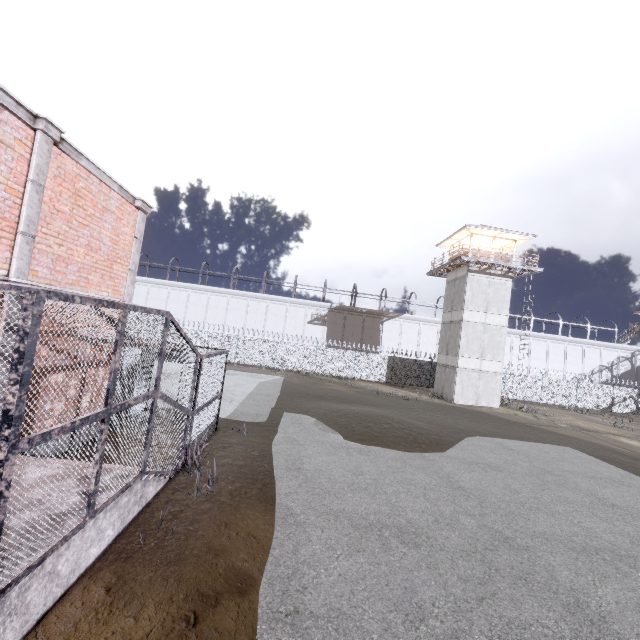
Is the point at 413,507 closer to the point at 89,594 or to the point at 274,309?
the point at 89,594

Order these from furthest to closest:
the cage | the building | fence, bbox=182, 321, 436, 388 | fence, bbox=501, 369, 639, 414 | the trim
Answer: fence, bbox=501, 369, 639, 414
fence, bbox=182, 321, 436, 388
the building
the trim
the cage

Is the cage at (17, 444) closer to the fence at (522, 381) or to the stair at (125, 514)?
the stair at (125, 514)

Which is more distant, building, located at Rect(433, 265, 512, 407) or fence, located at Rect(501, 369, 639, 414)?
fence, located at Rect(501, 369, 639, 414)

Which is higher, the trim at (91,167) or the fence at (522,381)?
the trim at (91,167)

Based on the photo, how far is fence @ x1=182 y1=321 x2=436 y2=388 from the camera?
32.1m

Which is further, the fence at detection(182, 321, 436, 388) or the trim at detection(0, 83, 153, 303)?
the fence at detection(182, 321, 436, 388)

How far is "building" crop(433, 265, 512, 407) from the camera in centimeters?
2712cm
